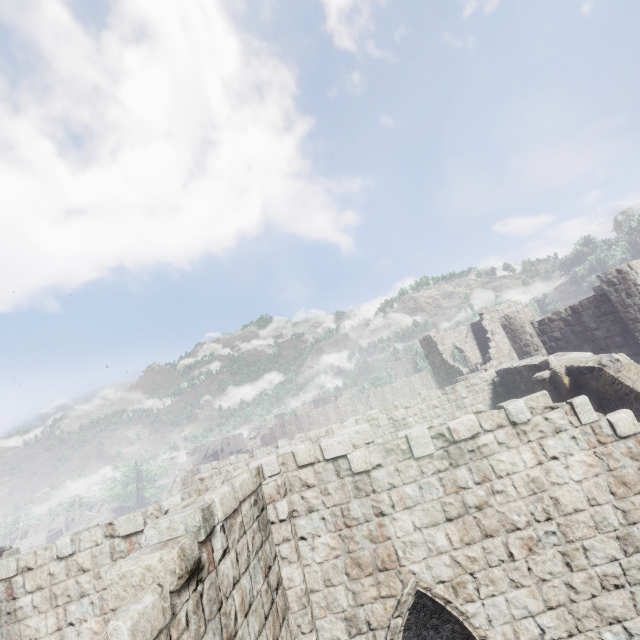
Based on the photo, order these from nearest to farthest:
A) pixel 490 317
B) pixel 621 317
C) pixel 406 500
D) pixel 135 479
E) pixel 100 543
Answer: pixel 406 500
pixel 100 543
pixel 621 317
pixel 490 317
pixel 135 479
